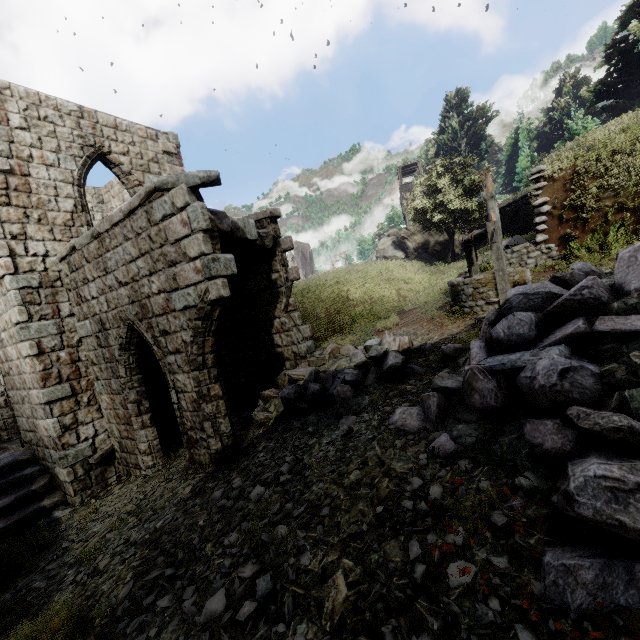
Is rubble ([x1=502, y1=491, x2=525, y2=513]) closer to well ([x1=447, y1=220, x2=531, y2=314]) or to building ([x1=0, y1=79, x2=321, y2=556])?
building ([x1=0, y1=79, x2=321, y2=556])

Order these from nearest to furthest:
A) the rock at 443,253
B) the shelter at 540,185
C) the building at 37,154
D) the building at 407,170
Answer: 1. the building at 37,154
2. the shelter at 540,185
3. the rock at 443,253
4. the building at 407,170

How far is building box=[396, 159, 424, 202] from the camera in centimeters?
4131cm

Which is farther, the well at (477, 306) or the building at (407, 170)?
the building at (407, 170)

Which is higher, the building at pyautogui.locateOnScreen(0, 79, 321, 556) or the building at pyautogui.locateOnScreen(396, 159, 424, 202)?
the building at pyautogui.locateOnScreen(396, 159, 424, 202)

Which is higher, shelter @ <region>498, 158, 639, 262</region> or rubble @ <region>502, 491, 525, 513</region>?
shelter @ <region>498, 158, 639, 262</region>

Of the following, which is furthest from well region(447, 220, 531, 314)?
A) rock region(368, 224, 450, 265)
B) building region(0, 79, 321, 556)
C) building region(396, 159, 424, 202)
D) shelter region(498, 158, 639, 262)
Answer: building region(396, 159, 424, 202)

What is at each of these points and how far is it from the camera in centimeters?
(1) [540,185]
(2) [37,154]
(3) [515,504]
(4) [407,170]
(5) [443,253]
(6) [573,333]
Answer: (1) shelter, 992cm
(2) building, 856cm
(3) rubble, 292cm
(4) building, 4316cm
(5) rock, 3181cm
(6) rubble, 384cm
